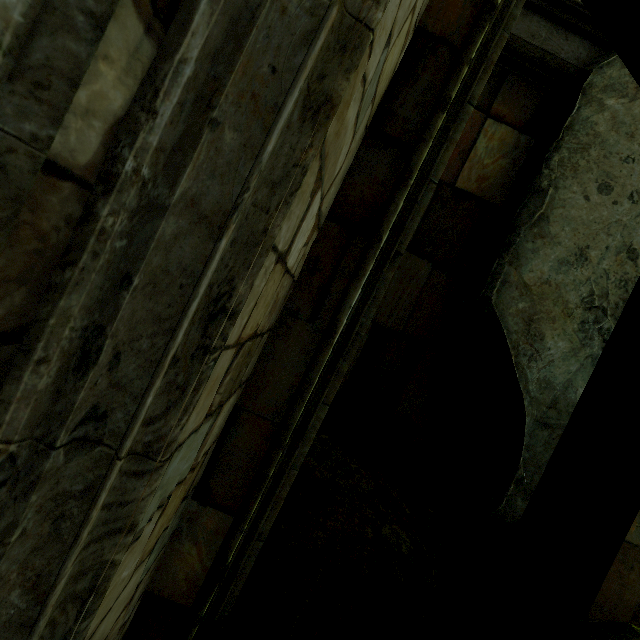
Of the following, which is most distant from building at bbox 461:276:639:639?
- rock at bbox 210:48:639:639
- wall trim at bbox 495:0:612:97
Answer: wall trim at bbox 495:0:612:97

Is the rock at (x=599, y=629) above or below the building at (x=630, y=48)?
below

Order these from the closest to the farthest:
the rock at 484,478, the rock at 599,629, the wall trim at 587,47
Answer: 1. the rock at 599,629
2. the rock at 484,478
3. the wall trim at 587,47

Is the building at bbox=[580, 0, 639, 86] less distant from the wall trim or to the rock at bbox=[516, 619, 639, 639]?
the rock at bbox=[516, 619, 639, 639]

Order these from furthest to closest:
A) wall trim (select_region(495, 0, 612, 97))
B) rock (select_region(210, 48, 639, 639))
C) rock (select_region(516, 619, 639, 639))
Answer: wall trim (select_region(495, 0, 612, 97)), rock (select_region(210, 48, 639, 639)), rock (select_region(516, 619, 639, 639))

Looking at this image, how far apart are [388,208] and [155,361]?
1.7 meters

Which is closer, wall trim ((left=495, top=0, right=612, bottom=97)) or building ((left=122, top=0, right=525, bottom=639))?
building ((left=122, top=0, right=525, bottom=639))
